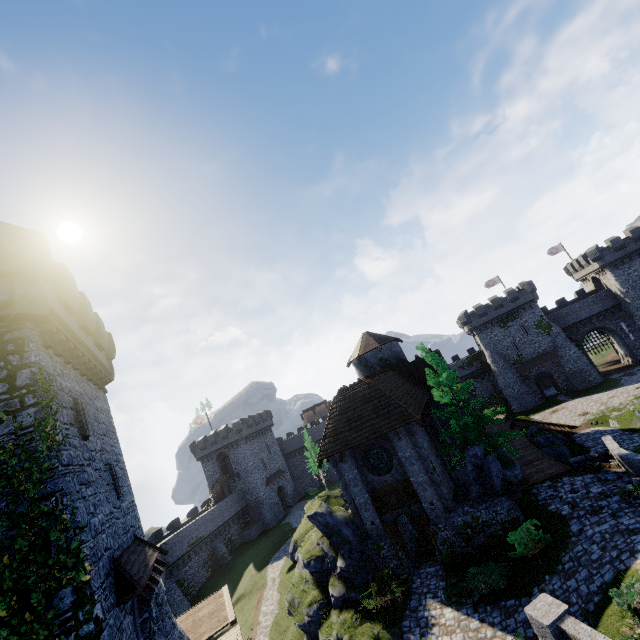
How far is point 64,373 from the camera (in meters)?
12.30

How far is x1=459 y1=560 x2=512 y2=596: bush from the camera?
14.0m

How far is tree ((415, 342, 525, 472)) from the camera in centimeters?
1927cm

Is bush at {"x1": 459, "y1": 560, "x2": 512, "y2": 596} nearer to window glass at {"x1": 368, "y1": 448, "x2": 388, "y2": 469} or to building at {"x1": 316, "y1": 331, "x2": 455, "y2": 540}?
Answer: building at {"x1": 316, "y1": 331, "x2": 455, "y2": 540}

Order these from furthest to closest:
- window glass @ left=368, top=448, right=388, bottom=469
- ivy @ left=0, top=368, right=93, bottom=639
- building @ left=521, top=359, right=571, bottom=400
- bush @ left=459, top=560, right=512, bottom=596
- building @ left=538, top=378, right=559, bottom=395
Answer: building @ left=538, top=378, right=559, bottom=395 < building @ left=521, top=359, right=571, bottom=400 < window glass @ left=368, top=448, right=388, bottom=469 < bush @ left=459, top=560, right=512, bottom=596 < ivy @ left=0, top=368, right=93, bottom=639

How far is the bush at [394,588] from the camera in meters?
15.8

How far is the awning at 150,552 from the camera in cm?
1020

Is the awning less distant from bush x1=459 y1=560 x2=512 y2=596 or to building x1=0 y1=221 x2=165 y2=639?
building x1=0 y1=221 x2=165 y2=639
